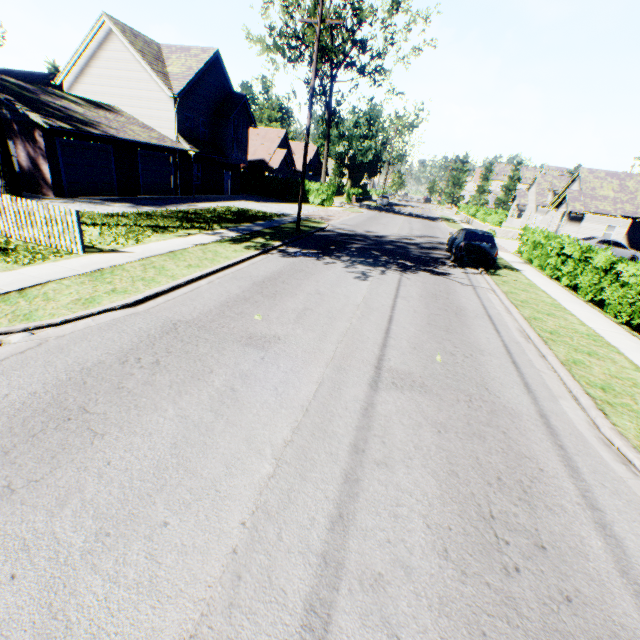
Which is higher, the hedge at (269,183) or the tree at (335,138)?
the tree at (335,138)

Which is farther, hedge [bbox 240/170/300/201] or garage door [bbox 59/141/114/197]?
hedge [bbox 240/170/300/201]

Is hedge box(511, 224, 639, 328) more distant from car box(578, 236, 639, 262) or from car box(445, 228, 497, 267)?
car box(578, 236, 639, 262)

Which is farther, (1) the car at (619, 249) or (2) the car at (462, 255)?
(1) the car at (619, 249)

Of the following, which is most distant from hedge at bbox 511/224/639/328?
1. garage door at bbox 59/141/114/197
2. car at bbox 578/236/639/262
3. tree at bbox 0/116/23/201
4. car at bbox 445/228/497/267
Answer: garage door at bbox 59/141/114/197

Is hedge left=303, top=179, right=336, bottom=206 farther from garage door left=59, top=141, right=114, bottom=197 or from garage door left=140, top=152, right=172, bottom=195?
garage door left=59, top=141, right=114, bottom=197

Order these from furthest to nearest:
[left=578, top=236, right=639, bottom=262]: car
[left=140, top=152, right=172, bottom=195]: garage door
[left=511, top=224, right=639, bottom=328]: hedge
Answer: [left=578, top=236, right=639, bottom=262]: car → [left=140, top=152, right=172, bottom=195]: garage door → [left=511, top=224, right=639, bottom=328]: hedge

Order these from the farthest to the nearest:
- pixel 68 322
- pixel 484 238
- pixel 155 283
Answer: pixel 484 238
pixel 155 283
pixel 68 322
